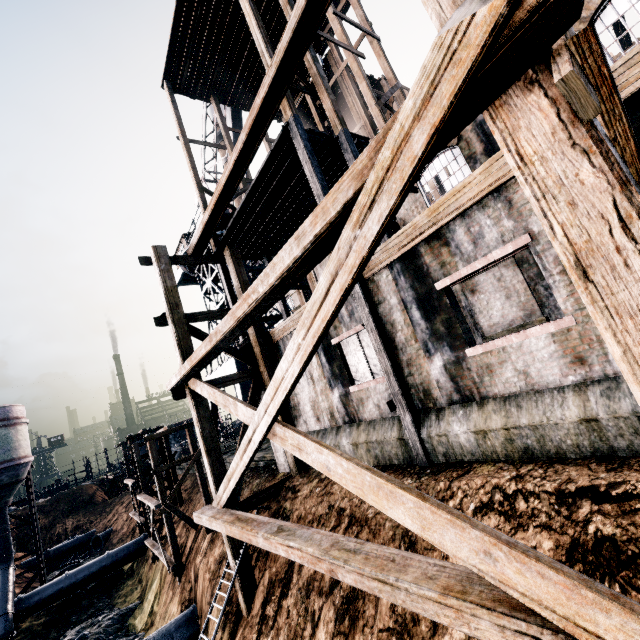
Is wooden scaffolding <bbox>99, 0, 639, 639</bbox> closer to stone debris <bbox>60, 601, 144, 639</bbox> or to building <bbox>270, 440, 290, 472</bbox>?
building <bbox>270, 440, 290, 472</bbox>

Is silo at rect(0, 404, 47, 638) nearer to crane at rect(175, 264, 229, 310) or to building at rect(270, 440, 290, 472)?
building at rect(270, 440, 290, 472)

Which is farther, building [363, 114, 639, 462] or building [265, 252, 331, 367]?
building [265, 252, 331, 367]

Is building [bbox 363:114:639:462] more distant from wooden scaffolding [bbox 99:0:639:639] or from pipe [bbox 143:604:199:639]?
pipe [bbox 143:604:199:639]

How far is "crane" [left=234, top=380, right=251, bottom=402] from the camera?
22.1m

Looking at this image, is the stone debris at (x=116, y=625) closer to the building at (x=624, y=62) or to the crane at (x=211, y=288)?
the building at (x=624, y=62)

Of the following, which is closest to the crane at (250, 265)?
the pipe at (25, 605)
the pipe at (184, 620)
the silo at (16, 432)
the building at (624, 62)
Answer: the building at (624, 62)

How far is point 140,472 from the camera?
24.3 meters
